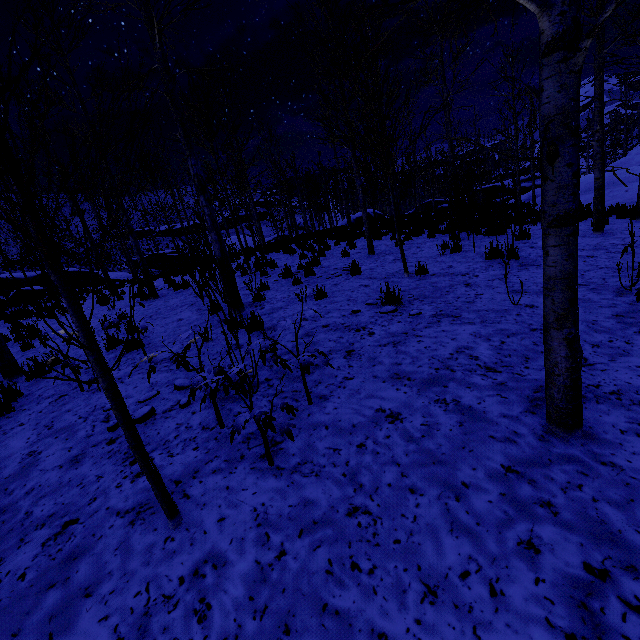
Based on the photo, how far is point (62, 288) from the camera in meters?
1.7 m

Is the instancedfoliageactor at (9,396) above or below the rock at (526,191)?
below

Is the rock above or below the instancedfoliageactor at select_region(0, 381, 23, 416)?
above

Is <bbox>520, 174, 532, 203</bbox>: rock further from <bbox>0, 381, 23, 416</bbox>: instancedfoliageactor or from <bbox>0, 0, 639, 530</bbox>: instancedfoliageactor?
<bbox>0, 381, 23, 416</bbox>: instancedfoliageactor

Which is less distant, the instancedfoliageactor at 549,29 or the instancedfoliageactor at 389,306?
the instancedfoliageactor at 549,29

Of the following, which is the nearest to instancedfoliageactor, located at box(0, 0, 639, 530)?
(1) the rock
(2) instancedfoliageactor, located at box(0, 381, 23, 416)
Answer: (2) instancedfoliageactor, located at box(0, 381, 23, 416)
